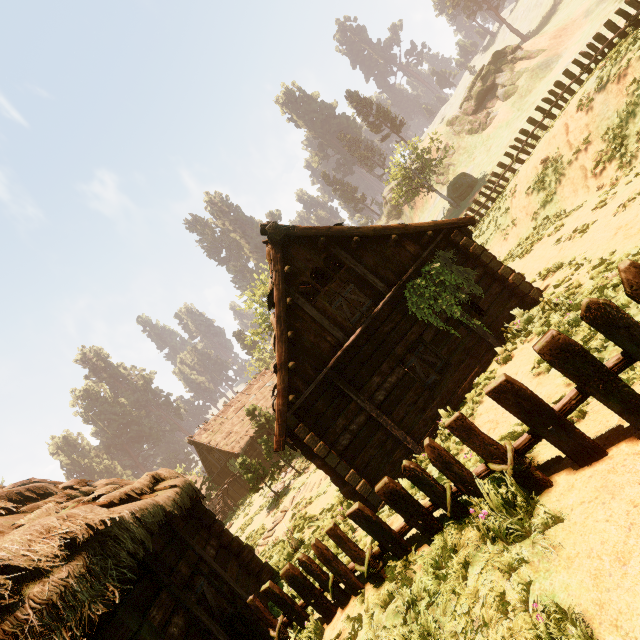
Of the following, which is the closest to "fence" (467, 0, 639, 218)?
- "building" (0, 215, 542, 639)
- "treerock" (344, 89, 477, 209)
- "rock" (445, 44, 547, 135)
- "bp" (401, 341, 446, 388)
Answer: "building" (0, 215, 542, 639)

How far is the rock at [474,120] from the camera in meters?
41.8

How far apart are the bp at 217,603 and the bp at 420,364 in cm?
681

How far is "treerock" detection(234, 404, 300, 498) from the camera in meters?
20.1 m

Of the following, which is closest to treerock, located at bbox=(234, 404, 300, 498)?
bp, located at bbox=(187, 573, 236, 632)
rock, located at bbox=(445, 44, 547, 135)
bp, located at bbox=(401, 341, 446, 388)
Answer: bp, located at bbox=(187, 573, 236, 632)

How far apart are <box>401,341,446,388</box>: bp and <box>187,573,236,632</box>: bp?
6.8 meters

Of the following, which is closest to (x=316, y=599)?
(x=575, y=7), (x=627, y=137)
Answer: (x=627, y=137)

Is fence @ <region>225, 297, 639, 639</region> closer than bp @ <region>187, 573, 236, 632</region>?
Yes
